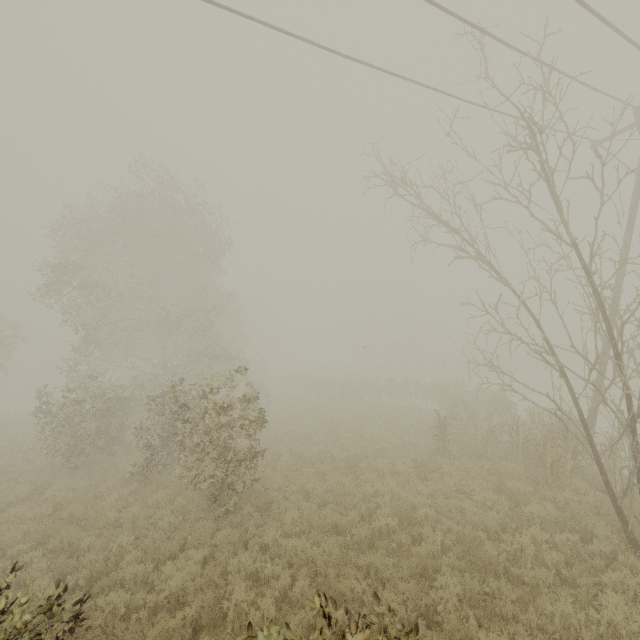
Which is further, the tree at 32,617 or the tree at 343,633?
the tree at 32,617

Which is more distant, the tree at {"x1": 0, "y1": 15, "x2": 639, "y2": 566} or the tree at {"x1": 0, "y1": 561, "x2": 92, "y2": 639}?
the tree at {"x1": 0, "y1": 15, "x2": 639, "y2": 566}

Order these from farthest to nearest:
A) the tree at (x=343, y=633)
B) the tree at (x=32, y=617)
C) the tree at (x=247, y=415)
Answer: the tree at (x=247, y=415) < the tree at (x=32, y=617) < the tree at (x=343, y=633)

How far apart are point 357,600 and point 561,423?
10.2 meters

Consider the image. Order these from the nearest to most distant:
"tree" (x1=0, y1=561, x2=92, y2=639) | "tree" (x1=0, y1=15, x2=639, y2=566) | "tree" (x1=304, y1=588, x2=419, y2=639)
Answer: "tree" (x1=304, y1=588, x2=419, y2=639), "tree" (x1=0, y1=561, x2=92, y2=639), "tree" (x1=0, y1=15, x2=639, y2=566)
